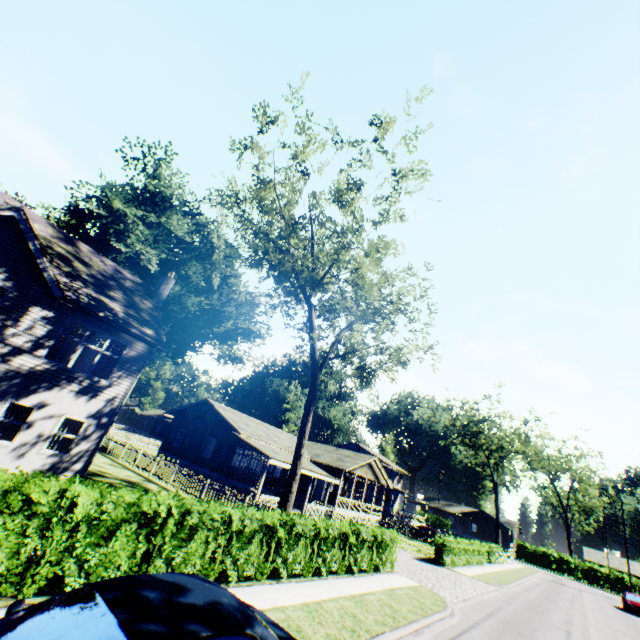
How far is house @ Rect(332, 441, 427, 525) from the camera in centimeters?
4612cm

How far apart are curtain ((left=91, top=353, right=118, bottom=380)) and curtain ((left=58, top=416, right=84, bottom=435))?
1.99m

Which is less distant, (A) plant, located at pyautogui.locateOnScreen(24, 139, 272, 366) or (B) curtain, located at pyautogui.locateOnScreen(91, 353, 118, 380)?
(B) curtain, located at pyautogui.locateOnScreen(91, 353, 118, 380)

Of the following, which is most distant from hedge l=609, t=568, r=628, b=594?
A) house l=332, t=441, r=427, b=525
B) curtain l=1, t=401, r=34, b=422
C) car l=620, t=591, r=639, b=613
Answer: curtain l=1, t=401, r=34, b=422

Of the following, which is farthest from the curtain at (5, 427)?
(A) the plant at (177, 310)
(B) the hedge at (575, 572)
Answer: (B) the hedge at (575, 572)

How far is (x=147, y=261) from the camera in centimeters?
4459cm

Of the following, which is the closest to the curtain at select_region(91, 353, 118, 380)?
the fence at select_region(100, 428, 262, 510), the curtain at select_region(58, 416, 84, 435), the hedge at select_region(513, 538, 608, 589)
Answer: the curtain at select_region(58, 416, 84, 435)

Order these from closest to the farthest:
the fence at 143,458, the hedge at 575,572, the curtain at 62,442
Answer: the curtain at 62,442 < the fence at 143,458 < the hedge at 575,572
